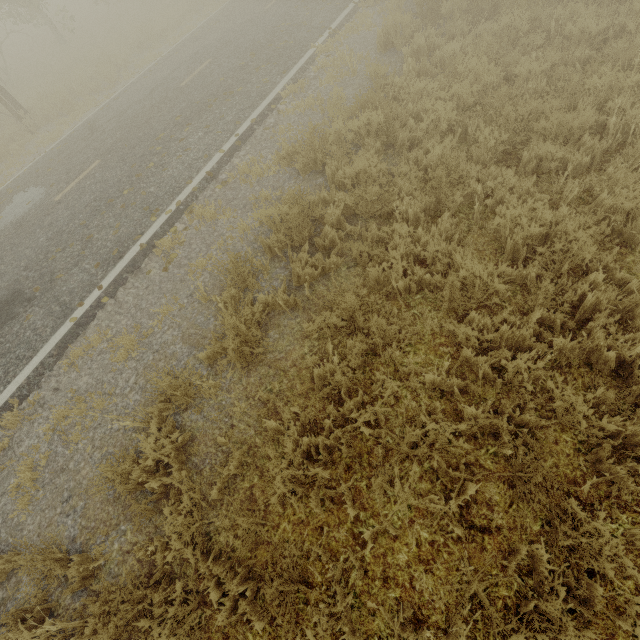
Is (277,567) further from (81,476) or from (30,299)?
(30,299)
